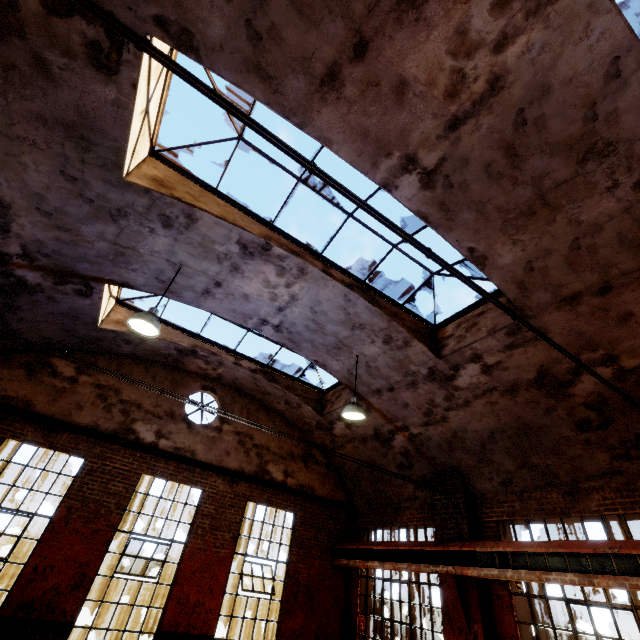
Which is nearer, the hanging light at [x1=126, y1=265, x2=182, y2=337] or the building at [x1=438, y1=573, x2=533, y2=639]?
the hanging light at [x1=126, y1=265, x2=182, y2=337]

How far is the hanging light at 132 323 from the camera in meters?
5.5 m

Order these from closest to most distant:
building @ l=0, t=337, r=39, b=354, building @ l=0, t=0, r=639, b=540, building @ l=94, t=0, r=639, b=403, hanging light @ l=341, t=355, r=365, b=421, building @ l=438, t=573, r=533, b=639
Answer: building @ l=94, t=0, r=639, b=403
building @ l=0, t=0, r=639, b=540
building @ l=438, t=573, r=533, b=639
hanging light @ l=341, t=355, r=365, b=421
building @ l=0, t=337, r=39, b=354

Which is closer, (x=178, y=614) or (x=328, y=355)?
(x=178, y=614)

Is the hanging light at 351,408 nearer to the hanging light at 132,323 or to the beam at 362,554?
the beam at 362,554

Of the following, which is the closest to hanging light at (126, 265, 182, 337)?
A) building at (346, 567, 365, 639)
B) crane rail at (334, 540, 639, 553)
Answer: crane rail at (334, 540, 639, 553)

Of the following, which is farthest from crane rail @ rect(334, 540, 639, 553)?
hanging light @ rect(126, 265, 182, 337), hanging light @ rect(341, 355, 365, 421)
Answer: hanging light @ rect(126, 265, 182, 337)

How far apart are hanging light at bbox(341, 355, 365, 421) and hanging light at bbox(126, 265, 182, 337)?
4.2 meters
